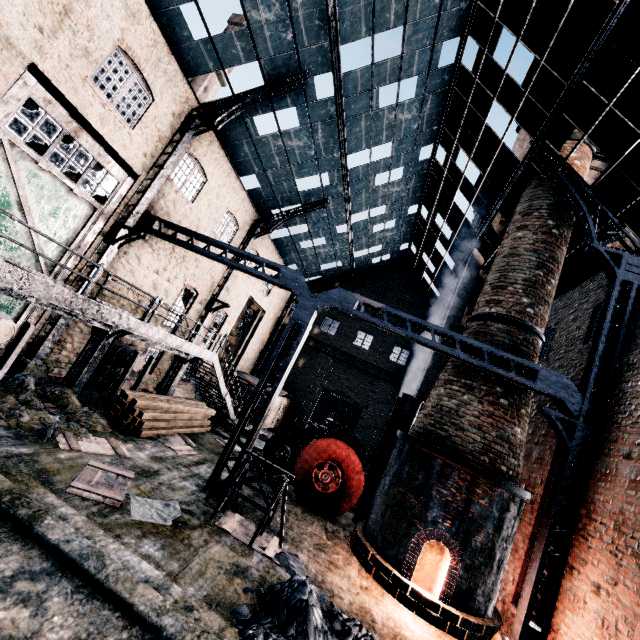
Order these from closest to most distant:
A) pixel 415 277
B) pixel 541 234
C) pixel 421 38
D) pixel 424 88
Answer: pixel 541 234 → pixel 421 38 → pixel 424 88 → pixel 415 277

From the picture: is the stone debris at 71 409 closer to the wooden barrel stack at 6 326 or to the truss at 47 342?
the wooden barrel stack at 6 326

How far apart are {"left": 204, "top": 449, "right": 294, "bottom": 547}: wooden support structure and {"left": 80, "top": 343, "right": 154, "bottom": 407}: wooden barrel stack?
6.7m

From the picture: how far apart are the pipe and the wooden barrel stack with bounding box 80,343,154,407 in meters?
10.9

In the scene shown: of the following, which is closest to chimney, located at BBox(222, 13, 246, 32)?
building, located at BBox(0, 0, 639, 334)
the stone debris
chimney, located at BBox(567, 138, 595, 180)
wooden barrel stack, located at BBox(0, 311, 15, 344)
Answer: building, located at BBox(0, 0, 639, 334)

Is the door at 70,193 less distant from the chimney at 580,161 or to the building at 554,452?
the building at 554,452

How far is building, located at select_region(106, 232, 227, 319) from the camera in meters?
14.4

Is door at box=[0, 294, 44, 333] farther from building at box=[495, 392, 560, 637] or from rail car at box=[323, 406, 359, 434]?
rail car at box=[323, 406, 359, 434]
